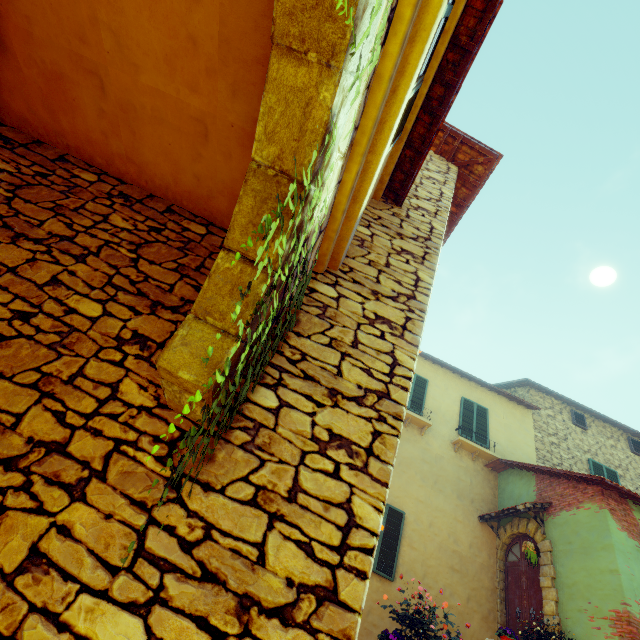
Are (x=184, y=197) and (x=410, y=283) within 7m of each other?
yes

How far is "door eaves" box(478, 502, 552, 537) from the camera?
8.2m

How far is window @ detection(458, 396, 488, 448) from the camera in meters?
11.4 m

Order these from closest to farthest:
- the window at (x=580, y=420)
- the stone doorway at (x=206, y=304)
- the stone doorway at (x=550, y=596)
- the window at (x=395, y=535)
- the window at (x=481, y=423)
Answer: the stone doorway at (x=206, y=304) → the stone doorway at (x=550, y=596) → the window at (x=395, y=535) → the window at (x=481, y=423) → the window at (x=580, y=420)

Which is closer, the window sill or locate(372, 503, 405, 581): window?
locate(372, 503, 405, 581): window

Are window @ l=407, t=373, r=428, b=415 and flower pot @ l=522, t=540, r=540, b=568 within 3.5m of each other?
no

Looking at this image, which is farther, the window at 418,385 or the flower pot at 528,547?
the window at 418,385

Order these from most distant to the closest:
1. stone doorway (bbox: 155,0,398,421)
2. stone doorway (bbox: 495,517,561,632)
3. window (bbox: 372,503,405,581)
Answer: window (bbox: 372,503,405,581)
stone doorway (bbox: 495,517,561,632)
stone doorway (bbox: 155,0,398,421)
